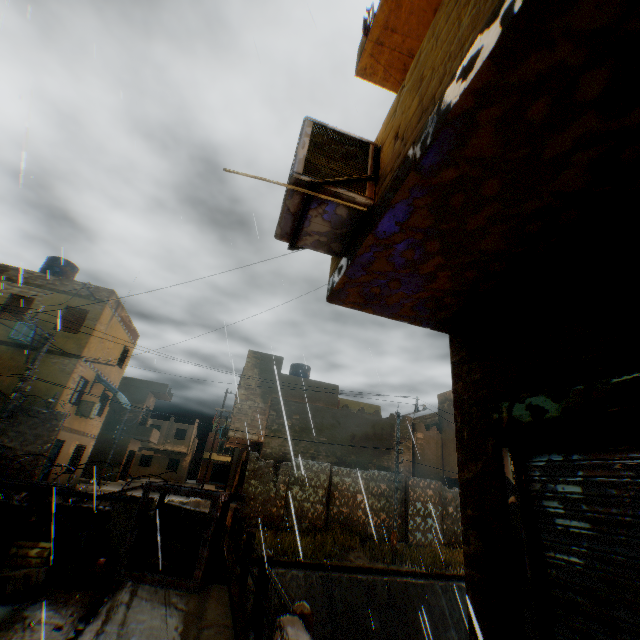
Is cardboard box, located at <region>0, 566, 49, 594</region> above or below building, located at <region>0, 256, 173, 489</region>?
below

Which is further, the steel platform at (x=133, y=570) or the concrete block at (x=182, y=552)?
the concrete block at (x=182, y=552)

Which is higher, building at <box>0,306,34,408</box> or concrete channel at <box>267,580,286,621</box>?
building at <box>0,306,34,408</box>

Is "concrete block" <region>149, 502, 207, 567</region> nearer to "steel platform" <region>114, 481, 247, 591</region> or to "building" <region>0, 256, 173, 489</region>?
"steel platform" <region>114, 481, 247, 591</region>

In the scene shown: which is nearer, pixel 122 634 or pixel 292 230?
pixel 292 230

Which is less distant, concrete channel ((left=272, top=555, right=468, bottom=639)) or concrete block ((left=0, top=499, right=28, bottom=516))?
concrete block ((left=0, top=499, right=28, bottom=516))

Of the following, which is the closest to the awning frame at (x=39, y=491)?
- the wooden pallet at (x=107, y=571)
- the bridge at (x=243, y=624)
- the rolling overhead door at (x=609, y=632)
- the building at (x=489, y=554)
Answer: the wooden pallet at (x=107, y=571)

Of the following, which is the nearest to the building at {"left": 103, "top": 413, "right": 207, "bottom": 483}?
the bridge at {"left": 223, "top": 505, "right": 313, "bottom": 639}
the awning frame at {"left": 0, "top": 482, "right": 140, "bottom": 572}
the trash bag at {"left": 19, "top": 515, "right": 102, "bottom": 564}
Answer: the bridge at {"left": 223, "top": 505, "right": 313, "bottom": 639}
